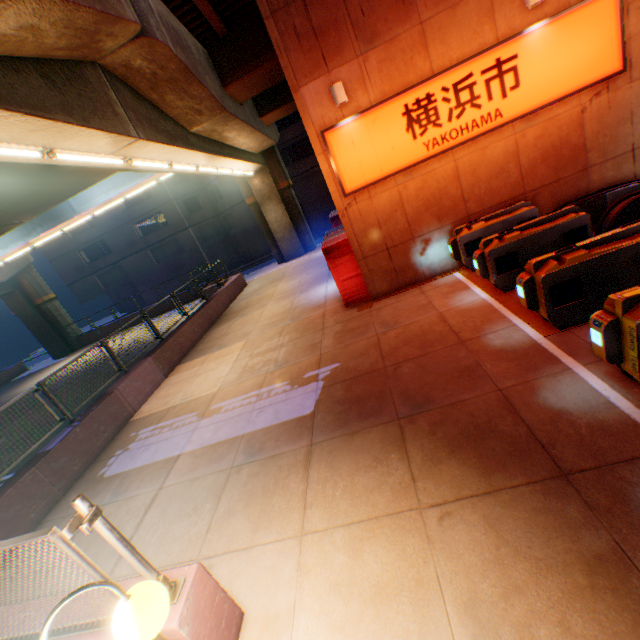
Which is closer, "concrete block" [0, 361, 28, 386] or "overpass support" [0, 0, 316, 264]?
"overpass support" [0, 0, 316, 264]

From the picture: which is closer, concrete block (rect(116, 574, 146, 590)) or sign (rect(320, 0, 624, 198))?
concrete block (rect(116, 574, 146, 590))

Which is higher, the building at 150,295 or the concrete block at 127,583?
the concrete block at 127,583

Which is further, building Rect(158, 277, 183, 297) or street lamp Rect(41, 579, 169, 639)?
building Rect(158, 277, 183, 297)

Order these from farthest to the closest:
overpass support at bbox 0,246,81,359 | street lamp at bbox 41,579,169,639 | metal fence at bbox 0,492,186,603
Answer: overpass support at bbox 0,246,81,359 → metal fence at bbox 0,492,186,603 → street lamp at bbox 41,579,169,639

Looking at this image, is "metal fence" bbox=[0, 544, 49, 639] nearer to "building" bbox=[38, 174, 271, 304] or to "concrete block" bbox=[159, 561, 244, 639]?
"concrete block" bbox=[159, 561, 244, 639]

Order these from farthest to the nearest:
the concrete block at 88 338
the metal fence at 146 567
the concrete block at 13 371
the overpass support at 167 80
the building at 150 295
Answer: the building at 150 295, the concrete block at 13 371, the concrete block at 88 338, the overpass support at 167 80, the metal fence at 146 567

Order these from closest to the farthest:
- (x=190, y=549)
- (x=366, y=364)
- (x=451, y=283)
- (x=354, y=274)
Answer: (x=190, y=549)
(x=366, y=364)
(x=451, y=283)
(x=354, y=274)
